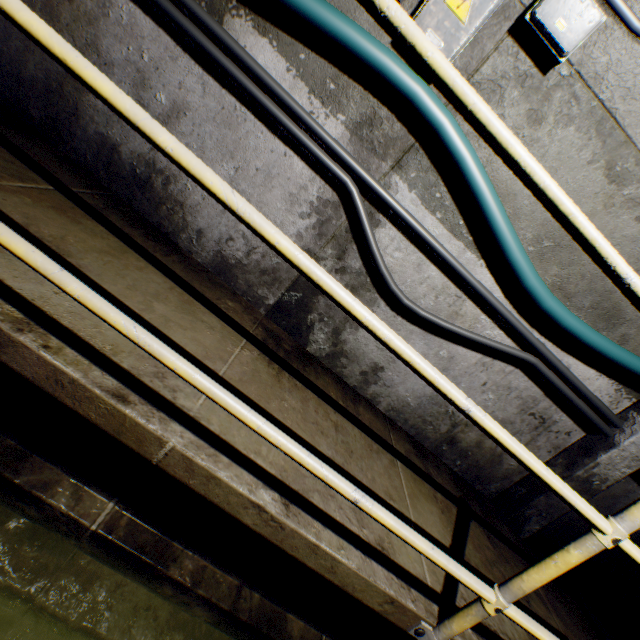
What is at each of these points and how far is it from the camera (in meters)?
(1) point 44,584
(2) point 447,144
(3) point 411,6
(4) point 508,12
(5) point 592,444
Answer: (1) building tunnel, 1.22
(2) cable, 1.81
(3) building tunnel, 1.70
(4) building tunnel, 1.65
(5) wall archway, 2.43

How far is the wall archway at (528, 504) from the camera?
2.5m

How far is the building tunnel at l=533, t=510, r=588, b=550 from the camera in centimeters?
279cm

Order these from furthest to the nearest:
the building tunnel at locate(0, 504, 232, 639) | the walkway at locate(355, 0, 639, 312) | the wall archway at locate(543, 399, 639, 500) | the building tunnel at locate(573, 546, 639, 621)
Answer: the building tunnel at locate(573, 546, 639, 621) → the wall archway at locate(543, 399, 639, 500) → the building tunnel at locate(0, 504, 232, 639) → the walkway at locate(355, 0, 639, 312)

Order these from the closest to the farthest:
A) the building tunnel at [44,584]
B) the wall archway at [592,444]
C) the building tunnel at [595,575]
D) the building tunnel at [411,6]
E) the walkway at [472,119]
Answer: the walkway at [472,119] < the building tunnel at [44,584] < the building tunnel at [411,6] < the wall archway at [592,444] < the building tunnel at [595,575]

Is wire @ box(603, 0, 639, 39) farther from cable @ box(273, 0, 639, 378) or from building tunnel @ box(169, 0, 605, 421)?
cable @ box(273, 0, 639, 378)

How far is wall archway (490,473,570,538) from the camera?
2.49m

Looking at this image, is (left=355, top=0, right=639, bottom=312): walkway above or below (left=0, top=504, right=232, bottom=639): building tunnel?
above
